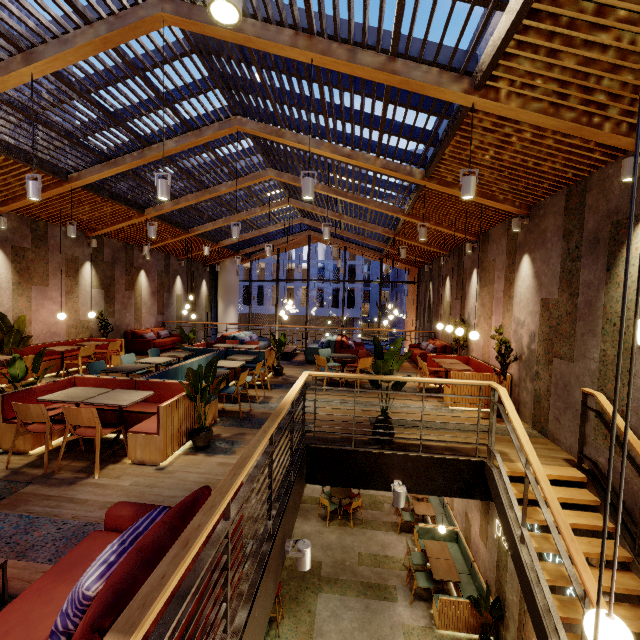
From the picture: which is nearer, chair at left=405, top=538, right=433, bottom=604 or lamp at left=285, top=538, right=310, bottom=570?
lamp at left=285, top=538, right=310, bottom=570

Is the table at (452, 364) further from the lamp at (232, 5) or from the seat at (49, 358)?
the seat at (49, 358)

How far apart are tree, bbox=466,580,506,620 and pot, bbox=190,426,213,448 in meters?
6.6

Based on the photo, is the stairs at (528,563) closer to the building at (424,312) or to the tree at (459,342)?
the building at (424,312)

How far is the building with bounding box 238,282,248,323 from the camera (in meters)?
43.00

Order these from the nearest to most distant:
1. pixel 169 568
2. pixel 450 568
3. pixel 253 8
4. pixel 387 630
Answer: pixel 169 568 < pixel 253 8 < pixel 387 630 < pixel 450 568

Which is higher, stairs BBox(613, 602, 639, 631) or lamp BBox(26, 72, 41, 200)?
lamp BBox(26, 72, 41, 200)

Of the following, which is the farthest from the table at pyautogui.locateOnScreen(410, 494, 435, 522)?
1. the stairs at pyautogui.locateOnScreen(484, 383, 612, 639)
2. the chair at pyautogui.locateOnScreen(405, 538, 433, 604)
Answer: the stairs at pyautogui.locateOnScreen(484, 383, 612, 639)
